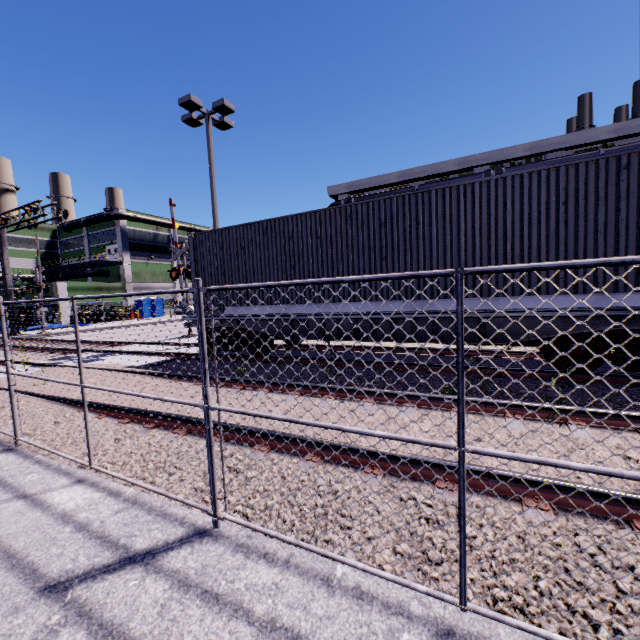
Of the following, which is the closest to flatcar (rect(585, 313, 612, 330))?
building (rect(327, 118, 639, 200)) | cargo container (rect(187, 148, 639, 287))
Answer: cargo container (rect(187, 148, 639, 287))

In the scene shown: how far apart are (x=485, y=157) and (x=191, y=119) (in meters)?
17.84

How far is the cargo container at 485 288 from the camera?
6.5m

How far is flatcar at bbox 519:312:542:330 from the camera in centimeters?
607cm

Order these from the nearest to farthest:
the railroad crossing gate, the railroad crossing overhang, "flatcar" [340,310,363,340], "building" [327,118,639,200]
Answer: "flatcar" [340,310,363,340] → the railroad crossing gate → "building" [327,118,639,200] → the railroad crossing overhang

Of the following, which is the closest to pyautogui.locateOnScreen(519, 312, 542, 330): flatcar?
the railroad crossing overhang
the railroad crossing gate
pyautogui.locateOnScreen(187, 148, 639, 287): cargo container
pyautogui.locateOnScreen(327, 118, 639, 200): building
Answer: pyautogui.locateOnScreen(187, 148, 639, 287): cargo container

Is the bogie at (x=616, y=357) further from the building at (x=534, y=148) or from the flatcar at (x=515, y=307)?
the building at (x=534, y=148)
